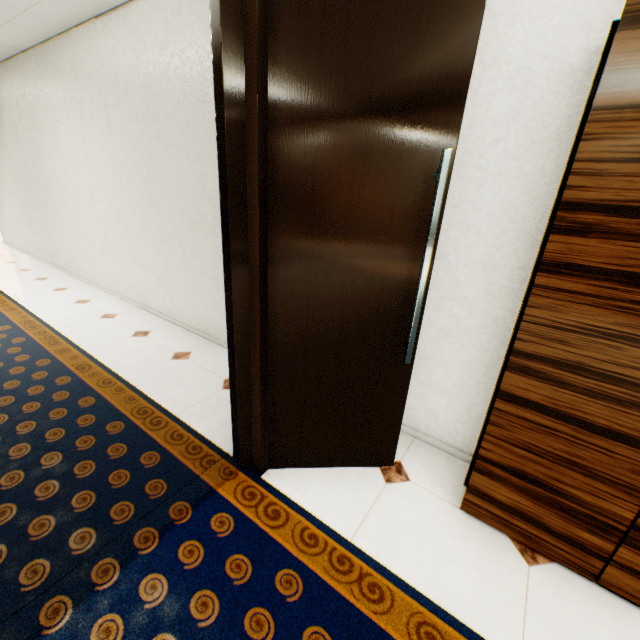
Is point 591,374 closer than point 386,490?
Yes
